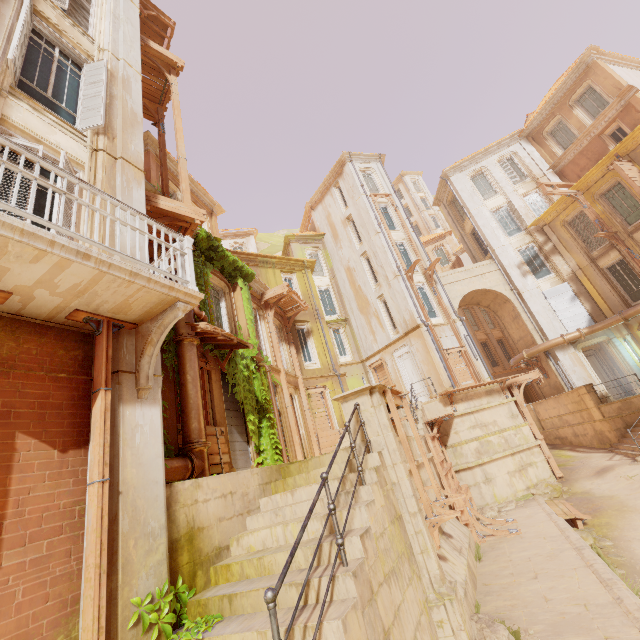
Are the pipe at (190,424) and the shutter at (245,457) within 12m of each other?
yes

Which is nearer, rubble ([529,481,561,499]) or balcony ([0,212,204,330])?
balcony ([0,212,204,330])

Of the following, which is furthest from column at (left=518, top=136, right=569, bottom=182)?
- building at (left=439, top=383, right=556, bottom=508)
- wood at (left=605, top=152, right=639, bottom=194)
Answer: building at (left=439, top=383, right=556, bottom=508)

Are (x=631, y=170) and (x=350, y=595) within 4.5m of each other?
no

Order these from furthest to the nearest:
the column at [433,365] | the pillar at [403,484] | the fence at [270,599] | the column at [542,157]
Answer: the column at [542,157]
the column at [433,365]
the pillar at [403,484]
the fence at [270,599]

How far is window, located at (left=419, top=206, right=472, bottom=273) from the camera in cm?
3819

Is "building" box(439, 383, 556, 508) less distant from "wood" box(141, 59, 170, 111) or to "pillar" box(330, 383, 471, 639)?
"pillar" box(330, 383, 471, 639)

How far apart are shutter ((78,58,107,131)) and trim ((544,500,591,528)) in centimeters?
1652cm
